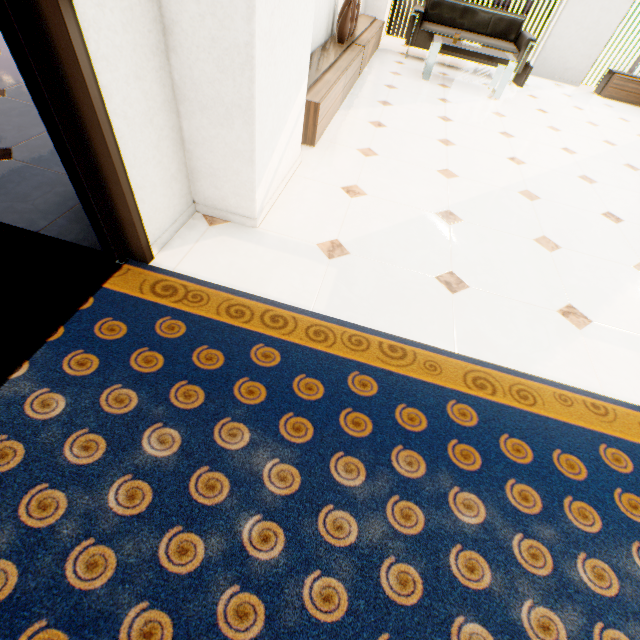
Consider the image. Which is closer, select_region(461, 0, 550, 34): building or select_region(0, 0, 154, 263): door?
select_region(0, 0, 154, 263): door

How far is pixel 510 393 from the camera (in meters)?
1.49

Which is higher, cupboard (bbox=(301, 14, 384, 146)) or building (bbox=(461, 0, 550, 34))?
cupboard (bbox=(301, 14, 384, 146))

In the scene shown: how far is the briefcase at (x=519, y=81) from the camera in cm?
535

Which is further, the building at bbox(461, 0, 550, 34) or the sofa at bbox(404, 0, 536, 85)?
the building at bbox(461, 0, 550, 34)

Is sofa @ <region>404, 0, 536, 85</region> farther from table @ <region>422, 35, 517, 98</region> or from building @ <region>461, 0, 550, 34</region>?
building @ <region>461, 0, 550, 34</region>

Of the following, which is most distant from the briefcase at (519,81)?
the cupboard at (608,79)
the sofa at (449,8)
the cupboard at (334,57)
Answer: the cupboard at (334,57)

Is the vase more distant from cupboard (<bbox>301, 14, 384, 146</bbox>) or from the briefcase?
the briefcase
